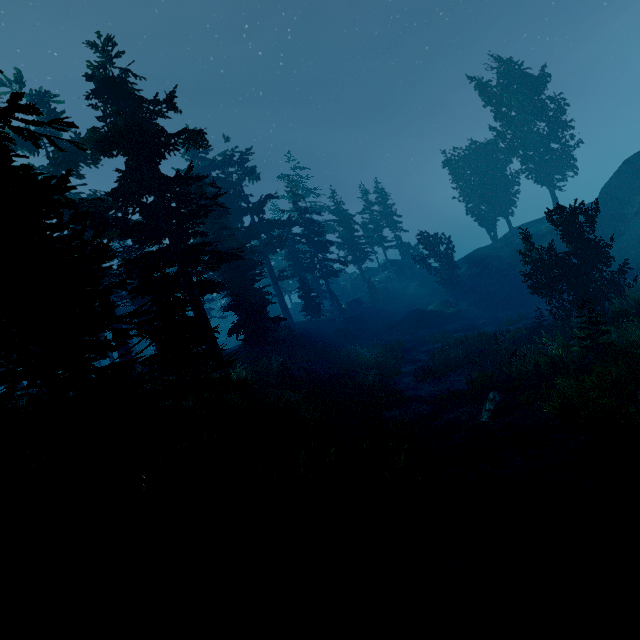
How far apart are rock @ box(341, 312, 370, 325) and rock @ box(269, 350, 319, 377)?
18.3m

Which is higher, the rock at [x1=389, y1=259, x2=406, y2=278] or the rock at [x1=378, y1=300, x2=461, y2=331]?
the rock at [x1=389, y1=259, x2=406, y2=278]

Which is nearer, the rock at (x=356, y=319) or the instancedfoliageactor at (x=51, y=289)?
the instancedfoliageactor at (x=51, y=289)

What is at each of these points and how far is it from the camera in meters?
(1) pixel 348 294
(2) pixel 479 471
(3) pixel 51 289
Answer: (1) rock, 59.0 m
(2) instancedfoliageactor, 8.9 m
(3) instancedfoliageactor, 3.4 m

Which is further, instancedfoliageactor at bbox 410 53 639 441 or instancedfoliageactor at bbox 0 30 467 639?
instancedfoliageactor at bbox 410 53 639 441

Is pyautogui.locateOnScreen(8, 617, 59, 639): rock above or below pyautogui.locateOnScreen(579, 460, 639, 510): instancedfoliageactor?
above

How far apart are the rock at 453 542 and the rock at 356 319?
36.7 meters

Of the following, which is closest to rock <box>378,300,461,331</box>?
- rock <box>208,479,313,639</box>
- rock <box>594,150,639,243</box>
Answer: rock <box>594,150,639,243</box>
